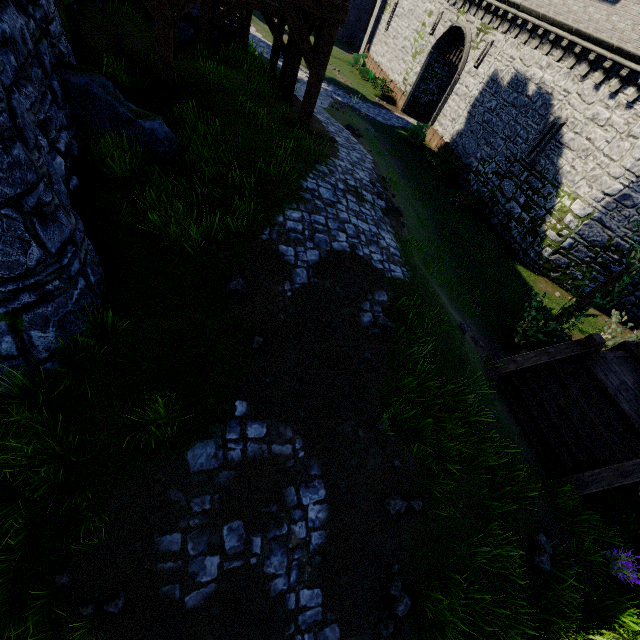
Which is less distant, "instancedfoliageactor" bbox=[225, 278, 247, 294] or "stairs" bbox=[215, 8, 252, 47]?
"instancedfoliageactor" bbox=[225, 278, 247, 294]

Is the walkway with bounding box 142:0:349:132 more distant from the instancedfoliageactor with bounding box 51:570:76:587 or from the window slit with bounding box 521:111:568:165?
the window slit with bounding box 521:111:568:165

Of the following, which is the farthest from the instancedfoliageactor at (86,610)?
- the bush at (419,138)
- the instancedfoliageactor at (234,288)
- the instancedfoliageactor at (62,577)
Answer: the bush at (419,138)

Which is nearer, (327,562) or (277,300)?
(327,562)

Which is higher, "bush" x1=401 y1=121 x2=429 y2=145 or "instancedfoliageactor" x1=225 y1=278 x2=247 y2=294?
"instancedfoliageactor" x1=225 y1=278 x2=247 y2=294

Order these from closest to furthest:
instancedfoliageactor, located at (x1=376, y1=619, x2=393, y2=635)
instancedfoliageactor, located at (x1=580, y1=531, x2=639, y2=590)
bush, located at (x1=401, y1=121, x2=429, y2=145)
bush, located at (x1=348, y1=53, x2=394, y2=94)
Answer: instancedfoliageactor, located at (x1=376, y1=619, x2=393, y2=635), instancedfoliageactor, located at (x1=580, y1=531, x2=639, y2=590), bush, located at (x1=401, y1=121, x2=429, y2=145), bush, located at (x1=348, y1=53, x2=394, y2=94)

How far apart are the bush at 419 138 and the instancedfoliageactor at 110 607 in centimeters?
2679cm

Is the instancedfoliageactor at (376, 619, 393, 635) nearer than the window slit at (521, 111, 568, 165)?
Yes
